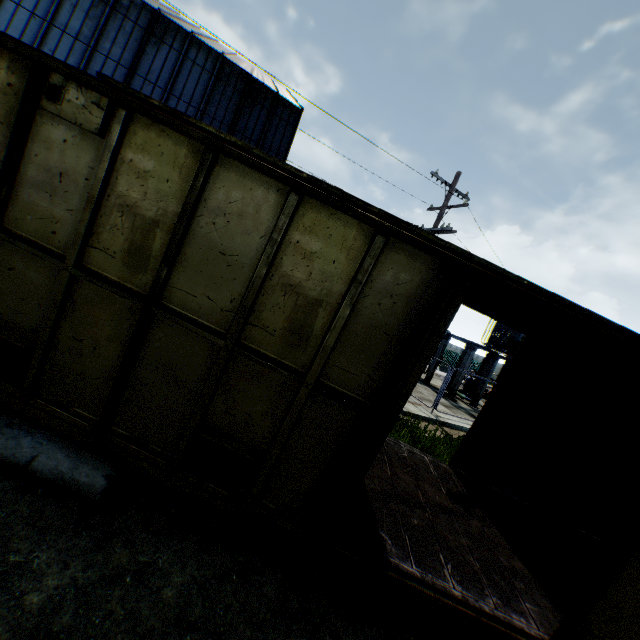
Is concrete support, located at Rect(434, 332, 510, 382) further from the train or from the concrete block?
the concrete block

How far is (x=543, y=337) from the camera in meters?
5.8

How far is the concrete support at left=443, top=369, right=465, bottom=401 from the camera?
18.83m

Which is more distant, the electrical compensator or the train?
the electrical compensator

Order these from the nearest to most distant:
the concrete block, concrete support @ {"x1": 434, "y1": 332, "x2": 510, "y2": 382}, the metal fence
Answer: the concrete block → the metal fence → concrete support @ {"x1": 434, "y1": 332, "x2": 510, "y2": 382}

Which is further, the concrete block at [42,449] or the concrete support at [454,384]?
the concrete support at [454,384]

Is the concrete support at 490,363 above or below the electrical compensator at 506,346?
below

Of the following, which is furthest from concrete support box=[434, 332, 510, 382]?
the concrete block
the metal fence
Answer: the concrete block
